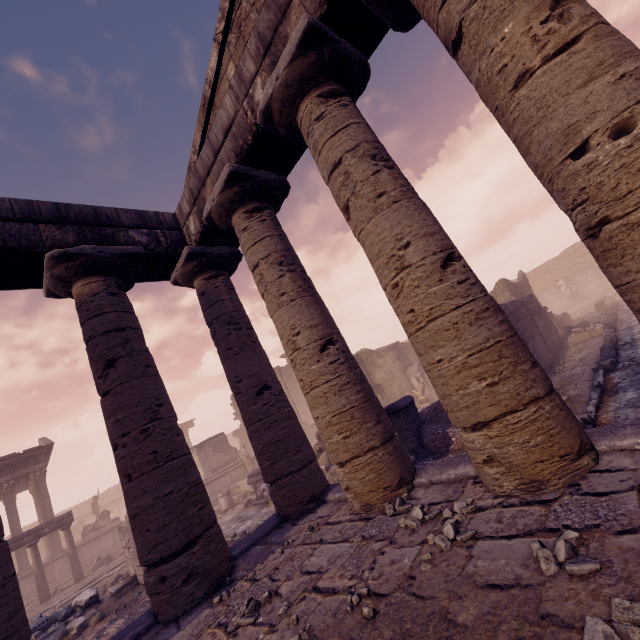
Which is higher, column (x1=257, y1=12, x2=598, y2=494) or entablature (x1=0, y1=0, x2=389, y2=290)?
entablature (x1=0, y1=0, x2=389, y2=290)

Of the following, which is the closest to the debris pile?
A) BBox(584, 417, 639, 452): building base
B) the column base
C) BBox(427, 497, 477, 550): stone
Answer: BBox(584, 417, 639, 452): building base

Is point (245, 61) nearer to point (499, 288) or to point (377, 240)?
point (377, 240)

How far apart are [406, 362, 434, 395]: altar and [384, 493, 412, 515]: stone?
17.2 meters

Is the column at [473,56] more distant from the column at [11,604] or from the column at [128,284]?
the column at [11,604]

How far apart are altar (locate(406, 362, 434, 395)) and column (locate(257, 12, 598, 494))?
17.2 meters

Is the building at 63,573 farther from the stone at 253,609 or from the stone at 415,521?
the stone at 415,521

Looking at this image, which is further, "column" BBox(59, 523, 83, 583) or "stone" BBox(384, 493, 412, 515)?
"column" BBox(59, 523, 83, 583)
